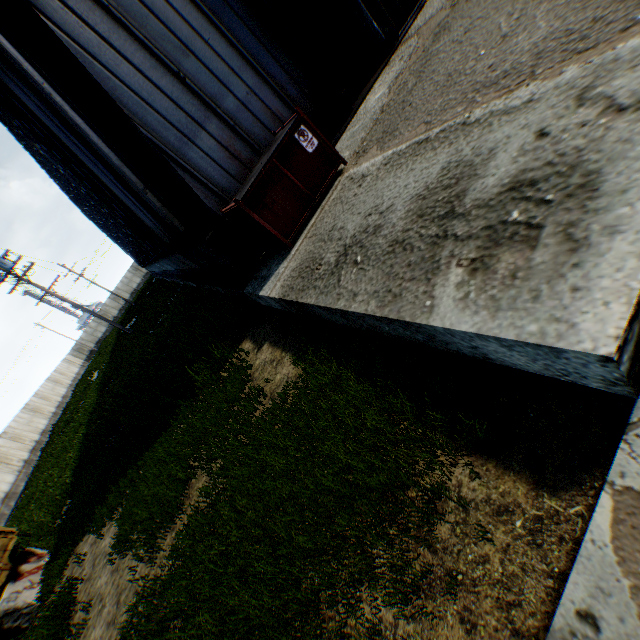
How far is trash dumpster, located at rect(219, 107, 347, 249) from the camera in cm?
526

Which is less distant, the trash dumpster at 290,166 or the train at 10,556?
the trash dumpster at 290,166

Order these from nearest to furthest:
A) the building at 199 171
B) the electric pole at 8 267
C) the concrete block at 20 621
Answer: the building at 199 171 → the concrete block at 20 621 → the electric pole at 8 267

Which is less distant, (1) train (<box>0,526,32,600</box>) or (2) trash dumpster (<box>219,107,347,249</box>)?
(2) trash dumpster (<box>219,107,347,249</box>)

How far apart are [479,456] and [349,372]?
1.6 meters

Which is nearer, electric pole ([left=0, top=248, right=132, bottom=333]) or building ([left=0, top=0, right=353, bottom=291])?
building ([left=0, top=0, right=353, bottom=291])

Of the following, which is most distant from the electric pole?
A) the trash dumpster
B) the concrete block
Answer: the trash dumpster

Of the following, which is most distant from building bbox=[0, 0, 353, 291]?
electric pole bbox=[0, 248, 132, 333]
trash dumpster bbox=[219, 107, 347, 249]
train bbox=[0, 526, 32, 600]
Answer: train bbox=[0, 526, 32, 600]
